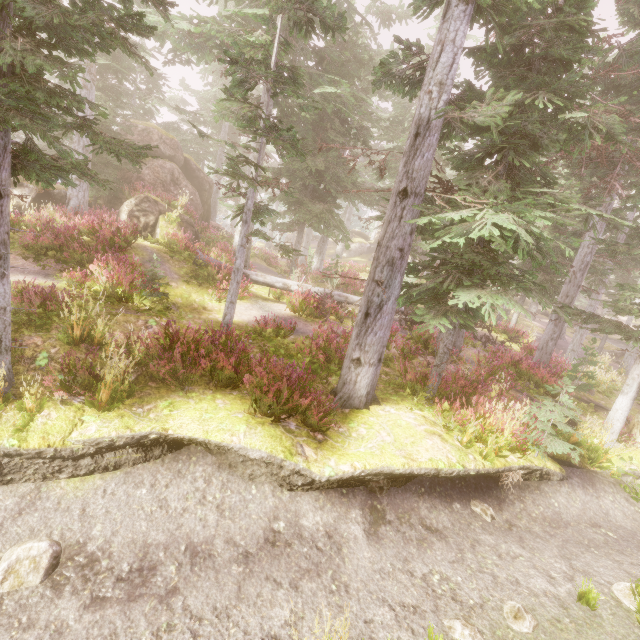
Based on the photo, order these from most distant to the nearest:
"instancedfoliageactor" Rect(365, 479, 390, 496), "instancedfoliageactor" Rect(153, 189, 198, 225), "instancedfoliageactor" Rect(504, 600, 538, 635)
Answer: "instancedfoliageactor" Rect(153, 189, 198, 225) → "instancedfoliageactor" Rect(365, 479, 390, 496) → "instancedfoliageactor" Rect(504, 600, 538, 635)

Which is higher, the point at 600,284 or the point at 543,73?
the point at 543,73

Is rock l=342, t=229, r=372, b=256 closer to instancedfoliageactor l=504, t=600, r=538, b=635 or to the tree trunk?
instancedfoliageactor l=504, t=600, r=538, b=635

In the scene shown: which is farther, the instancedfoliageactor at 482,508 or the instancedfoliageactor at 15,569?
the instancedfoliageactor at 482,508

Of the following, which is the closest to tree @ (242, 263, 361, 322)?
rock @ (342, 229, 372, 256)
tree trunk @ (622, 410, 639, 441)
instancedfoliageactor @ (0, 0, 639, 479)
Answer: instancedfoliageactor @ (0, 0, 639, 479)

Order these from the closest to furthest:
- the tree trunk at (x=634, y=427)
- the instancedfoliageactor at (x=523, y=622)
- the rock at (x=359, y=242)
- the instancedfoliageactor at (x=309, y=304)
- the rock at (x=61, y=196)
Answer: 1. the instancedfoliageactor at (x=523, y=622)
2. the tree trunk at (x=634, y=427)
3. the instancedfoliageactor at (x=309, y=304)
4. the rock at (x=61, y=196)
5. the rock at (x=359, y=242)

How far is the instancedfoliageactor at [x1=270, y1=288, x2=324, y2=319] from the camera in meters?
13.0 m
